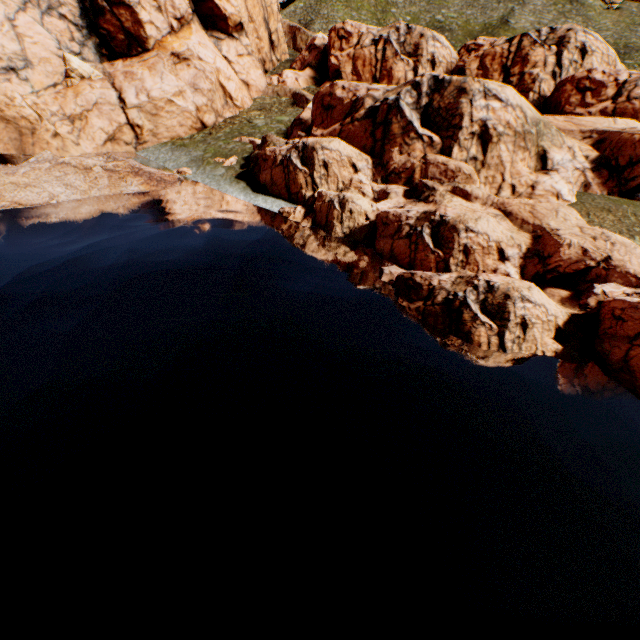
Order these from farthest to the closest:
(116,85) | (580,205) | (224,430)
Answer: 1. (116,85)
2. (580,205)
3. (224,430)
